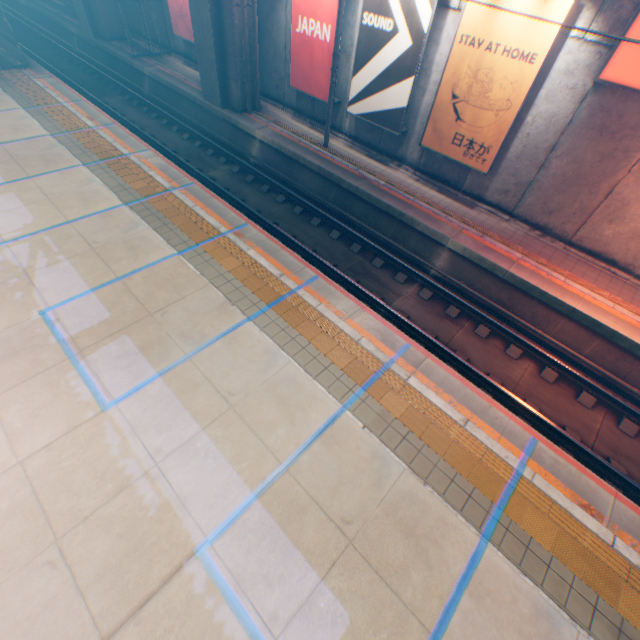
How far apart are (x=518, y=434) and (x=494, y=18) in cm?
1066

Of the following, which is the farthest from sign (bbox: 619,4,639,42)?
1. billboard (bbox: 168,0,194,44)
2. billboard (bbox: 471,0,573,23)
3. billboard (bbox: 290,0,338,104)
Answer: billboard (bbox: 168,0,194,44)

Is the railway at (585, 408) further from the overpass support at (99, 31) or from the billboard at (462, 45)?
the billboard at (462, 45)

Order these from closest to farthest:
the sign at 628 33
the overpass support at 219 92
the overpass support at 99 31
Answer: the sign at 628 33
the overpass support at 219 92
the overpass support at 99 31

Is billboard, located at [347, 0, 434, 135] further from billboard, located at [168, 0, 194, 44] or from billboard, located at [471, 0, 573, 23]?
billboard, located at [168, 0, 194, 44]

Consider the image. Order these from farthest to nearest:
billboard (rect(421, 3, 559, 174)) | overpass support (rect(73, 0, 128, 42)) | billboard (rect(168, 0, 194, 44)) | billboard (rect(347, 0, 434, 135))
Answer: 1. overpass support (rect(73, 0, 128, 42))
2. billboard (rect(168, 0, 194, 44))
3. billboard (rect(347, 0, 434, 135))
4. billboard (rect(421, 3, 559, 174))

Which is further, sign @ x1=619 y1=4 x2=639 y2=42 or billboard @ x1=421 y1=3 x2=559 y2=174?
billboard @ x1=421 y1=3 x2=559 y2=174

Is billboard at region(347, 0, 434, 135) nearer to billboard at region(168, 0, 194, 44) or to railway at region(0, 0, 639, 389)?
railway at region(0, 0, 639, 389)
